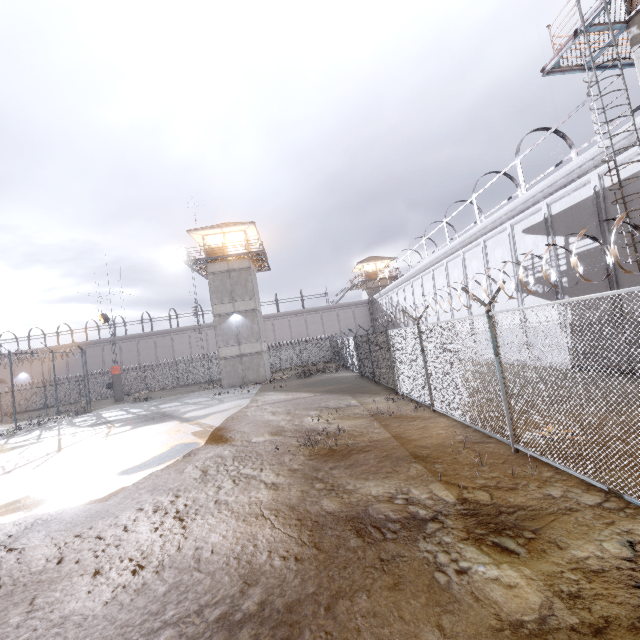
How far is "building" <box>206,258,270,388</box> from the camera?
29.36m

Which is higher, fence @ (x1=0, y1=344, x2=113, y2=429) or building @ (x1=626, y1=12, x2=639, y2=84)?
building @ (x1=626, y1=12, x2=639, y2=84)

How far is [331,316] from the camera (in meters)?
49.38

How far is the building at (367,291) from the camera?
49.4 meters

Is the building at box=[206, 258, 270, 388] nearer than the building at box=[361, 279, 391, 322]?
Yes

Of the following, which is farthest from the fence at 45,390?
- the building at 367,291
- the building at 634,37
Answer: the building at 367,291

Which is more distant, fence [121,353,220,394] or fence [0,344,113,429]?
fence [121,353,220,394]

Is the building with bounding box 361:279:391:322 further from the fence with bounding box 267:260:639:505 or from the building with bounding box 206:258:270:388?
the building with bounding box 206:258:270:388
